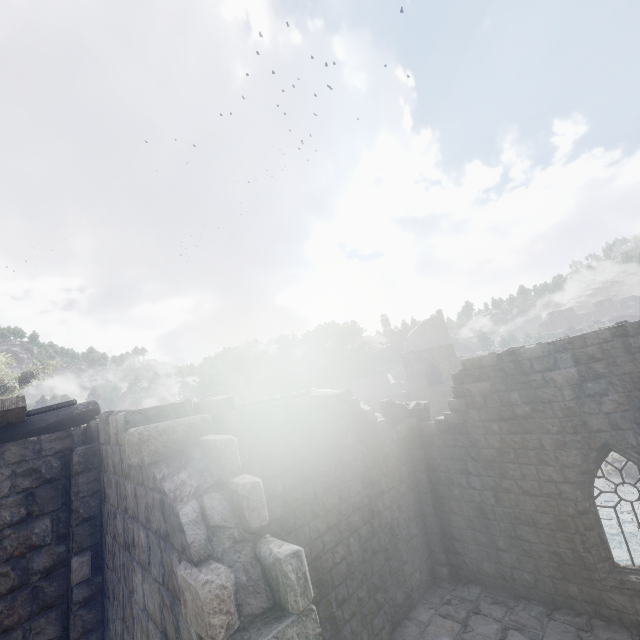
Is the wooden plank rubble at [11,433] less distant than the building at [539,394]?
No

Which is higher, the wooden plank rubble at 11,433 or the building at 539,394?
the wooden plank rubble at 11,433

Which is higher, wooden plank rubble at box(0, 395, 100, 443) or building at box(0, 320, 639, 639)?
wooden plank rubble at box(0, 395, 100, 443)

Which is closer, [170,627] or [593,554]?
[170,627]

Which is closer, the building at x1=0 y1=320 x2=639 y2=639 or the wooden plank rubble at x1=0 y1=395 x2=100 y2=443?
the building at x1=0 y1=320 x2=639 y2=639
